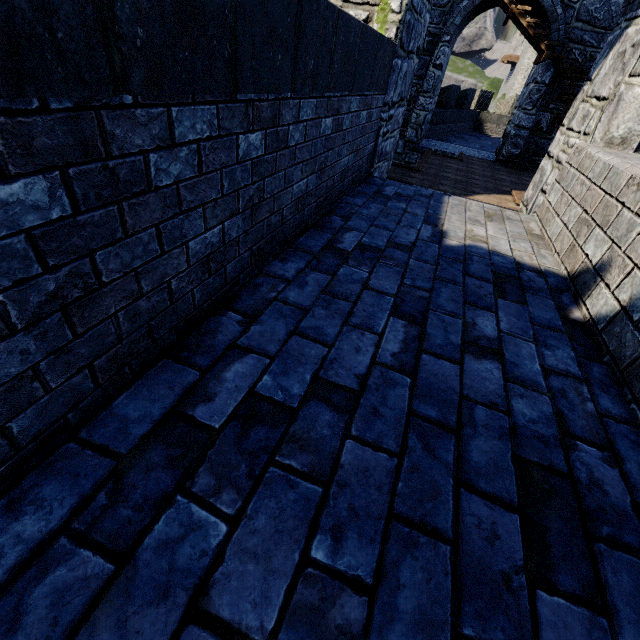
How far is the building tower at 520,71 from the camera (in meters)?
34.19

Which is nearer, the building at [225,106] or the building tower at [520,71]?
the building at [225,106]

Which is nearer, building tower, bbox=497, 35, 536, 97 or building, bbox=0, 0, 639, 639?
building, bbox=0, 0, 639, 639

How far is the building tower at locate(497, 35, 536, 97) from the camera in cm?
3419

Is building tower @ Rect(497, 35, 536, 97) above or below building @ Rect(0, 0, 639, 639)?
above

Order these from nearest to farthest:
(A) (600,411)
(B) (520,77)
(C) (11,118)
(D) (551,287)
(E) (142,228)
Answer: (C) (11,118), (E) (142,228), (A) (600,411), (D) (551,287), (B) (520,77)
